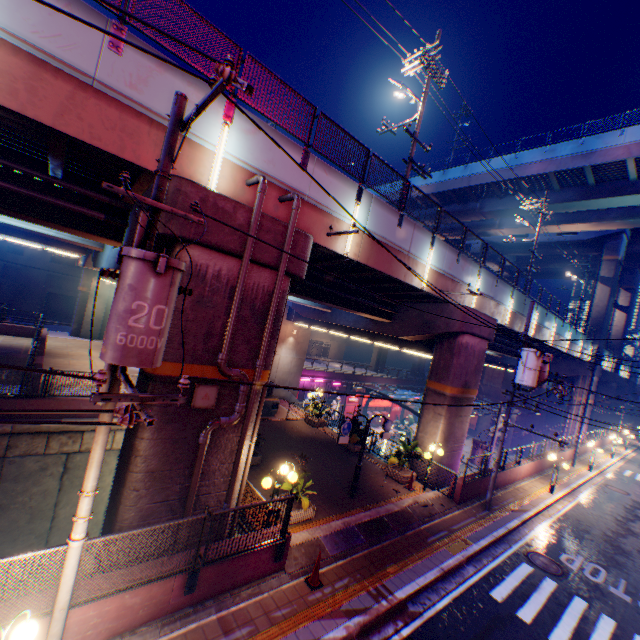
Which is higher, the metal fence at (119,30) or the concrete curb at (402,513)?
the metal fence at (119,30)

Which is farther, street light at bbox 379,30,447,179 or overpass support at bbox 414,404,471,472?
overpass support at bbox 414,404,471,472

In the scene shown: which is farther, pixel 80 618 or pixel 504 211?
pixel 504 211

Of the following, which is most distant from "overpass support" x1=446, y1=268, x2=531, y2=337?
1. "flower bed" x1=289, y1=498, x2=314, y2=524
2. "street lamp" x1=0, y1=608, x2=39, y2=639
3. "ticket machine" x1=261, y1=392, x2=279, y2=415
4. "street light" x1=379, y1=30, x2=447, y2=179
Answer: "ticket machine" x1=261, y1=392, x2=279, y2=415

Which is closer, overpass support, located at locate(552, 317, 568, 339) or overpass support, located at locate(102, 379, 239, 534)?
overpass support, located at locate(102, 379, 239, 534)

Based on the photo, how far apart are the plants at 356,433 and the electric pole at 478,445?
8.60m

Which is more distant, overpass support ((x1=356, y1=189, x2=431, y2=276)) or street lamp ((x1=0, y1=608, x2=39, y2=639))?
overpass support ((x1=356, y1=189, x2=431, y2=276))

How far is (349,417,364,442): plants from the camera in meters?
17.6
